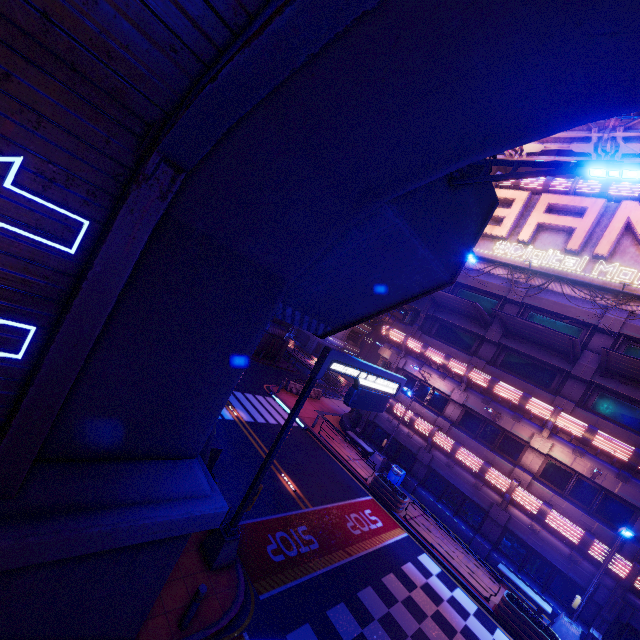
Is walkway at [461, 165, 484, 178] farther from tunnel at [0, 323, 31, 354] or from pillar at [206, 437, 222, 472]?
tunnel at [0, 323, 31, 354]

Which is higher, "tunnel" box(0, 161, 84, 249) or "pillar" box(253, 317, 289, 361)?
"tunnel" box(0, 161, 84, 249)

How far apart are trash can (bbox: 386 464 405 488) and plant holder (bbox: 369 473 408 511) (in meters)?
1.16

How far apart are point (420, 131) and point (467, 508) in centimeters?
2268cm

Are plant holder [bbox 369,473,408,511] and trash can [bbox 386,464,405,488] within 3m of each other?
yes

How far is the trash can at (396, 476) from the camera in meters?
21.0

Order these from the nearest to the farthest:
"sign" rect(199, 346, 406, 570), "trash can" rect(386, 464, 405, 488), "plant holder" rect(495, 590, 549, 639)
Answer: "sign" rect(199, 346, 406, 570) < "plant holder" rect(495, 590, 549, 639) < "trash can" rect(386, 464, 405, 488)

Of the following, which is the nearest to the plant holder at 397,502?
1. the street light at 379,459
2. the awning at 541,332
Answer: the street light at 379,459
